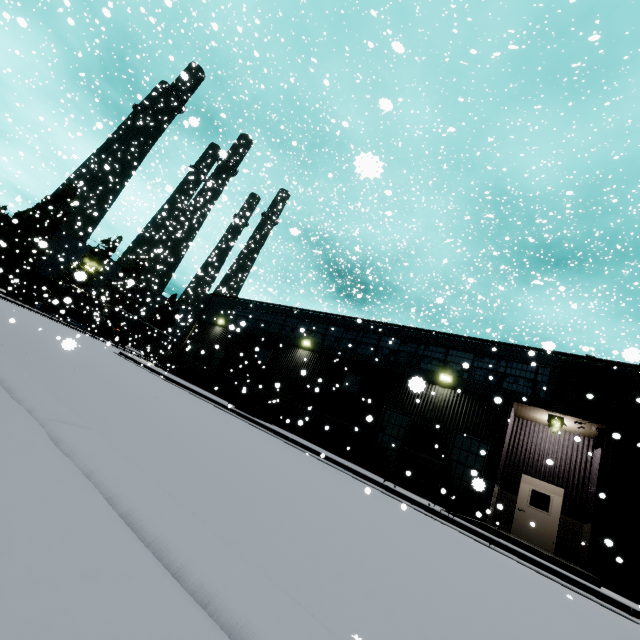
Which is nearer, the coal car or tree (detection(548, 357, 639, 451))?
tree (detection(548, 357, 639, 451))

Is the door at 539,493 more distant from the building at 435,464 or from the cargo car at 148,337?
the cargo car at 148,337

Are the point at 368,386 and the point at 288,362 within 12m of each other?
yes

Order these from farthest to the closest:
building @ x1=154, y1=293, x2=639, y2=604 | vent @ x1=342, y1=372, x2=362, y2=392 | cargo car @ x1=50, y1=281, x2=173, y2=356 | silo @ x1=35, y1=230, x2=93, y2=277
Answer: silo @ x1=35, y1=230, x2=93, y2=277 → cargo car @ x1=50, y1=281, x2=173, y2=356 → vent @ x1=342, y1=372, x2=362, y2=392 → building @ x1=154, y1=293, x2=639, y2=604

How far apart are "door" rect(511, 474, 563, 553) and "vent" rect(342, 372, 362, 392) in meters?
8.0 m

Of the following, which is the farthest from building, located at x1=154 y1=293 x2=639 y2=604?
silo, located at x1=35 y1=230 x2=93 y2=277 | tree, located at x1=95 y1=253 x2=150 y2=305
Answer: tree, located at x1=95 y1=253 x2=150 y2=305

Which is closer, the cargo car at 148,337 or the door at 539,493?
the door at 539,493

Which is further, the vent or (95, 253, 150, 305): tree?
(95, 253, 150, 305): tree
